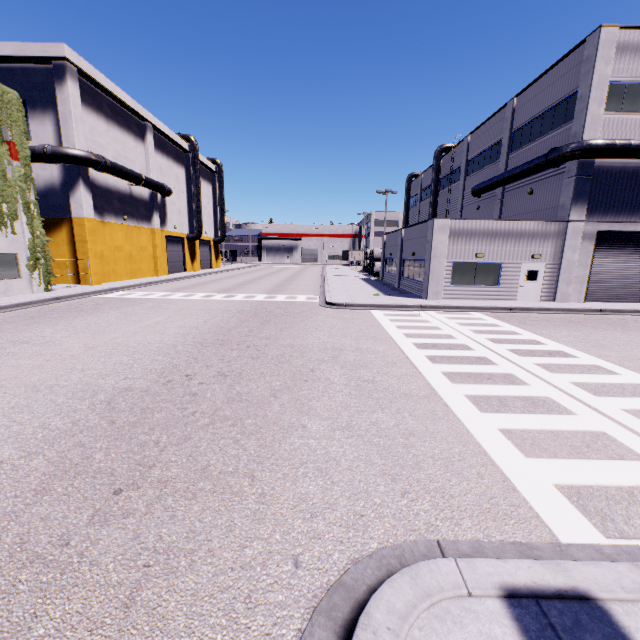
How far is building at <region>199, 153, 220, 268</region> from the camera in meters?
46.9 m

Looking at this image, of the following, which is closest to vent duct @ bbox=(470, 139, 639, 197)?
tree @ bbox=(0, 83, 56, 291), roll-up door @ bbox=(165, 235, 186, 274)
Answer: tree @ bbox=(0, 83, 56, 291)

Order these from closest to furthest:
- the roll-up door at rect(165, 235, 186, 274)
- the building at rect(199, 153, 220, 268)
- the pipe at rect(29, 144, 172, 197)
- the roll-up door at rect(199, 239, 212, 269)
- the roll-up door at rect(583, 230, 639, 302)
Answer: the roll-up door at rect(583, 230, 639, 302)
the pipe at rect(29, 144, 172, 197)
the roll-up door at rect(165, 235, 186, 274)
the building at rect(199, 153, 220, 268)
the roll-up door at rect(199, 239, 212, 269)

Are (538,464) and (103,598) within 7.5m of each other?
yes

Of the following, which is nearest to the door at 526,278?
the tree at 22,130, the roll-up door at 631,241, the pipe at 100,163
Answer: the roll-up door at 631,241

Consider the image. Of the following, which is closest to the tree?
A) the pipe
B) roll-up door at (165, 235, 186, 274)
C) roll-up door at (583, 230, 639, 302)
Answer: the pipe

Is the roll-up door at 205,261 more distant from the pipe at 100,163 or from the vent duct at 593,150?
the vent duct at 593,150

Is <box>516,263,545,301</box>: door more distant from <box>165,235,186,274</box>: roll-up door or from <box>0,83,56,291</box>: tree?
<box>165,235,186,274</box>: roll-up door
